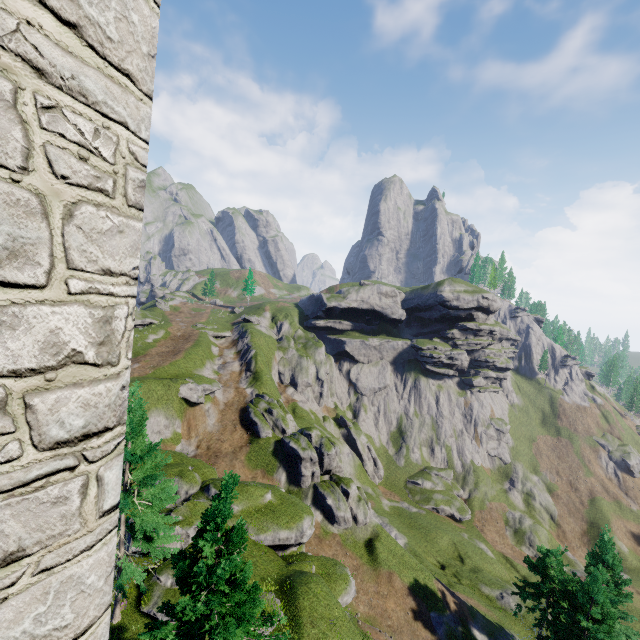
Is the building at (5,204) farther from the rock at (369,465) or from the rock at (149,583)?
the rock at (369,465)

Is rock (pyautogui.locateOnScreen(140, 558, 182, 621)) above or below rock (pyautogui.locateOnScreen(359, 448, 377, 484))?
above

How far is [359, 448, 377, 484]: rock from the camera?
59.4 meters

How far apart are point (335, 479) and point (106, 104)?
42.2m

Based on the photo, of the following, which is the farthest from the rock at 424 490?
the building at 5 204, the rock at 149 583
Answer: the building at 5 204

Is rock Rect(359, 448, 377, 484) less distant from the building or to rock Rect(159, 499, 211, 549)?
rock Rect(159, 499, 211, 549)

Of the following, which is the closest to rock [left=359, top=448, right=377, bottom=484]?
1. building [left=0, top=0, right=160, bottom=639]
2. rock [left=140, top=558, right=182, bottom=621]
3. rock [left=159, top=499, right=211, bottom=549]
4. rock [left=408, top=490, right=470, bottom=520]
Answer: rock [left=408, top=490, right=470, bottom=520]

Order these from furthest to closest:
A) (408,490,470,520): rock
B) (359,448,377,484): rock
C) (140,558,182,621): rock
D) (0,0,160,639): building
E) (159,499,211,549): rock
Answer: (359,448,377,484): rock, (408,490,470,520): rock, (159,499,211,549): rock, (140,558,182,621): rock, (0,0,160,639): building
